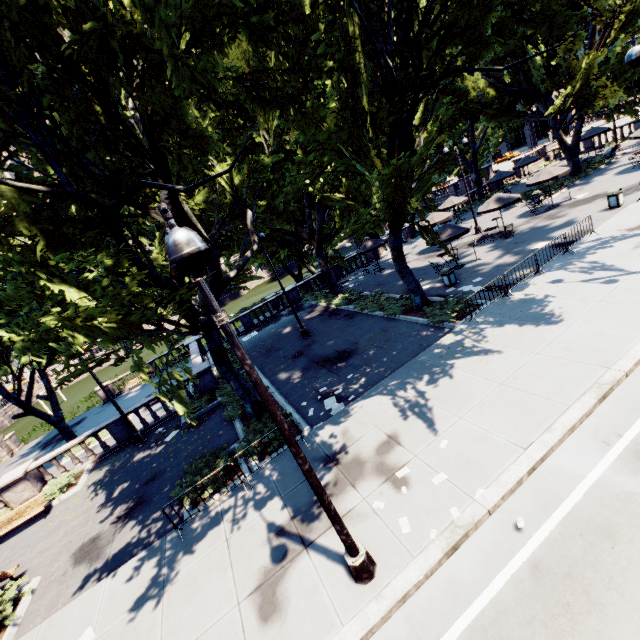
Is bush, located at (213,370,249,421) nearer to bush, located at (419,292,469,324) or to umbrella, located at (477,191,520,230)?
bush, located at (419,292,469,324)

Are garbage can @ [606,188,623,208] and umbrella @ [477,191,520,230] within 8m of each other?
yes

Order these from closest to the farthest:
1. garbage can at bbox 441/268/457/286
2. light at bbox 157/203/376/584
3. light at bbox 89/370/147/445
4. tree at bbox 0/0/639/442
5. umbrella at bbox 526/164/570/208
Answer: light at bbox 157/203/376/584 < tree at bbox 0/0/639/442 < light at bbox 89/370/147/445 < garbage can at bbox 441/268/457/286 < umbrella at bbox 526/164/570/208

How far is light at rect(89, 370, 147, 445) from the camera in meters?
16.1 m

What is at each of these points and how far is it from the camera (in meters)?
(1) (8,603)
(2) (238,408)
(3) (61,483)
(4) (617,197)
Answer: (1) bush, 9.77
(2) bush, 15.36
(3) bush, 15.90
(4) garbage can, 18.44

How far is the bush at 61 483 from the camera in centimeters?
1529cm

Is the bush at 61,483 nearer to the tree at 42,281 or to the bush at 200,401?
the bush at 200,401

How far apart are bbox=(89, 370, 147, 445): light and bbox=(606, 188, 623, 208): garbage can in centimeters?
2936cm
